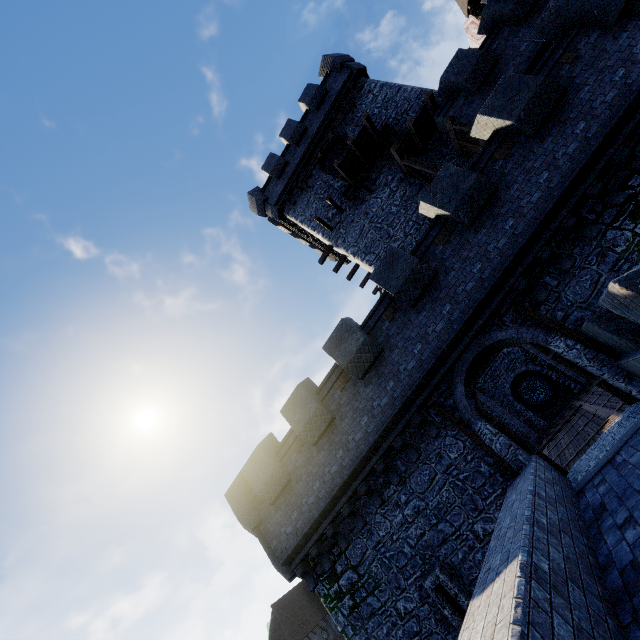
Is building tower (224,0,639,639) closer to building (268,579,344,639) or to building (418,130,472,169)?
building (418,130,472,169)

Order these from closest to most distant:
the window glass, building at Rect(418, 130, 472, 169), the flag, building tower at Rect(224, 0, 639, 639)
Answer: building tower at Rect(224, 0, 639, 639), building at Rect(418, 130, 472, 169), the window glass, the flag

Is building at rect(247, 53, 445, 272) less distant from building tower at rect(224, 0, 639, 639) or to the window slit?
building tower at rect(224, 0, 639, 639)

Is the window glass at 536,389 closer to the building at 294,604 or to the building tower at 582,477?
the building tower at 582,477

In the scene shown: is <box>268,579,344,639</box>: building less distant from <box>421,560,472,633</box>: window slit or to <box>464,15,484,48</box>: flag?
<box>421,560,472,633</box>: window slit

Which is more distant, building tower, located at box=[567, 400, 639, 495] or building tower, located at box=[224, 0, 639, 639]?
building tower, located at box=[224, 0, 639, 639]

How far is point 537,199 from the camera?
9.04m

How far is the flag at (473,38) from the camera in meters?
30.1
